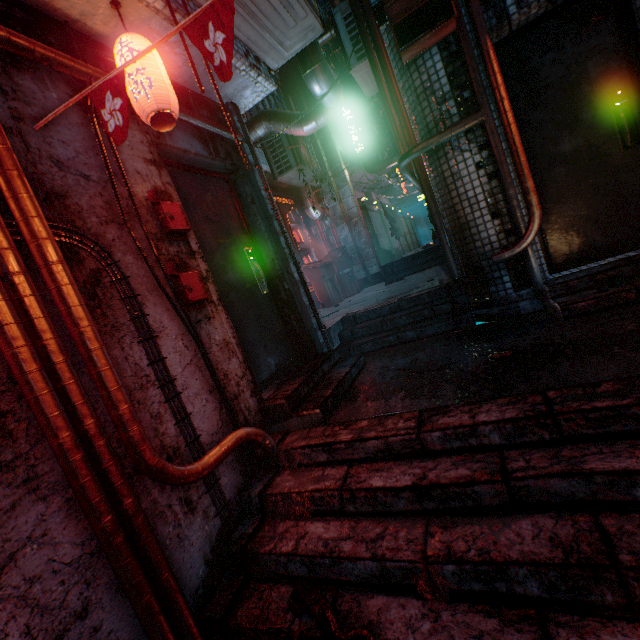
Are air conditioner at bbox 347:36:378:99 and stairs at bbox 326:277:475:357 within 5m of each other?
yes

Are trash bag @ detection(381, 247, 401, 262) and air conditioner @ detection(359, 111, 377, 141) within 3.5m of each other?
no

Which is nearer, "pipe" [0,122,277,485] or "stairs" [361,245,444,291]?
"pipe" [0,122,277,485]

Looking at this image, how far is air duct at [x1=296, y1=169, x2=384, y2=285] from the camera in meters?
7.7

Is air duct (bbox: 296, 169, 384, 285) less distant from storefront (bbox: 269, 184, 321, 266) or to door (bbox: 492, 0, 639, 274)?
storefront (bbox: 269, 184, 321, 266)

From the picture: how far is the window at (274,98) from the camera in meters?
6.5

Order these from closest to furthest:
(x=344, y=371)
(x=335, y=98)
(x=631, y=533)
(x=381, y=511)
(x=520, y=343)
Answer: (x=631, y=533) → (x=381, y=511) → (x=520, y=343) → (x=344, y=371) → (x=335, y=98)

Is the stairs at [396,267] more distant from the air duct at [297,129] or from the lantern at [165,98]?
the lantern at [165,98]
